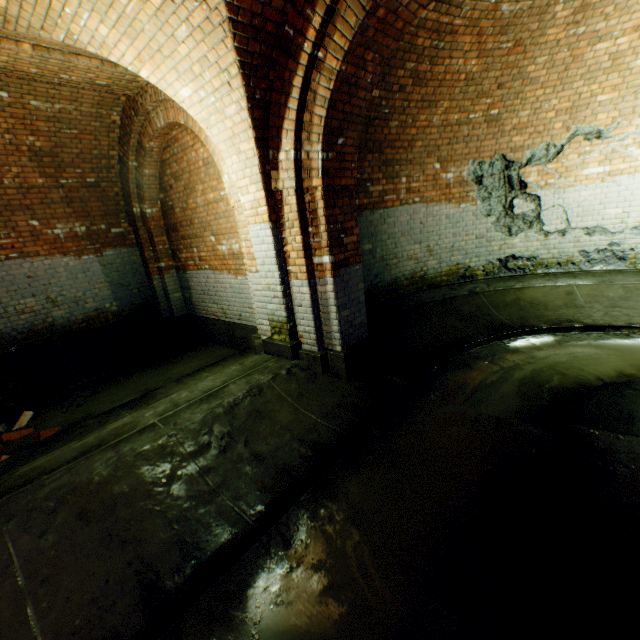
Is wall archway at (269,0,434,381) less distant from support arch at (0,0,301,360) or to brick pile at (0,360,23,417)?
support arch at (0,0,301,360)

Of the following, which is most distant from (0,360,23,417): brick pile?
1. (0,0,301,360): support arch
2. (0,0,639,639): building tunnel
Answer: (0,0,301,360): support arch

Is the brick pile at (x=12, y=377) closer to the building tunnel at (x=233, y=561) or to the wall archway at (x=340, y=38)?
the building tunnel at (x=233, y=561)

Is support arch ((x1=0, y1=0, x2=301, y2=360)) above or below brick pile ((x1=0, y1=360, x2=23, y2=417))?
above

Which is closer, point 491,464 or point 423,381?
point 491,464

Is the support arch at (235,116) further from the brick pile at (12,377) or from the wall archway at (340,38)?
the brick pile at (12,377)

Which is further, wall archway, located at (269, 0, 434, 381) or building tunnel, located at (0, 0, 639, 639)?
wall archway, located at (269, 0, 434, 381)

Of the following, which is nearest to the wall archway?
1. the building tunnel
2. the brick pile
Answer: the building tunnel
